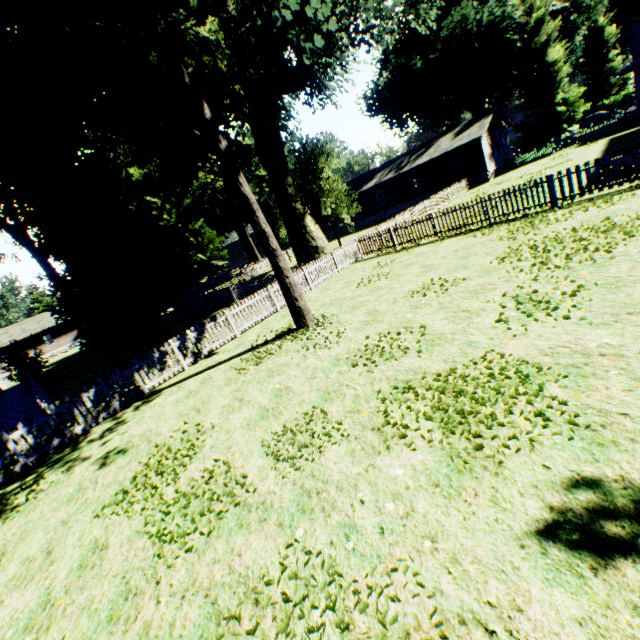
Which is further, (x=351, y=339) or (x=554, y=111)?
(x=554, y=111)

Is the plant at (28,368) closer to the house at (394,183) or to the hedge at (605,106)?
the house at (394,183)

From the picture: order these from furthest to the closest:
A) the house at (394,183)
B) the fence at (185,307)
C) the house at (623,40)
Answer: the house at (394,183), the house at (623,40), the fence at (185,307)

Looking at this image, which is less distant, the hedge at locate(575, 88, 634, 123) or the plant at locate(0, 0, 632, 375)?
the plant at locate(0, 0, 632, 375)

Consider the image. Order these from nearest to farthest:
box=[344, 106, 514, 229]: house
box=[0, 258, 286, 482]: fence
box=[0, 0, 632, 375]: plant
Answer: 1. box=[0, 258, 286, 482]: fence
2. box=[0, 0, 632, 375]: plant
3. box=[344, 106, 514, 229]: house

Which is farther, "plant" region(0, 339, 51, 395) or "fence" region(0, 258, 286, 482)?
"plant" region(0, 339, 51, 395)

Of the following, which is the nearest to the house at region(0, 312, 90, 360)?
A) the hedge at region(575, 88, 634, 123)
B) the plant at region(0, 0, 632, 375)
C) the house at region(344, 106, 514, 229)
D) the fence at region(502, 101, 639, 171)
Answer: → the fence at region(502, 101, 639, 171)

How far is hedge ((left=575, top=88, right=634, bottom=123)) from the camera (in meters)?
53.28
